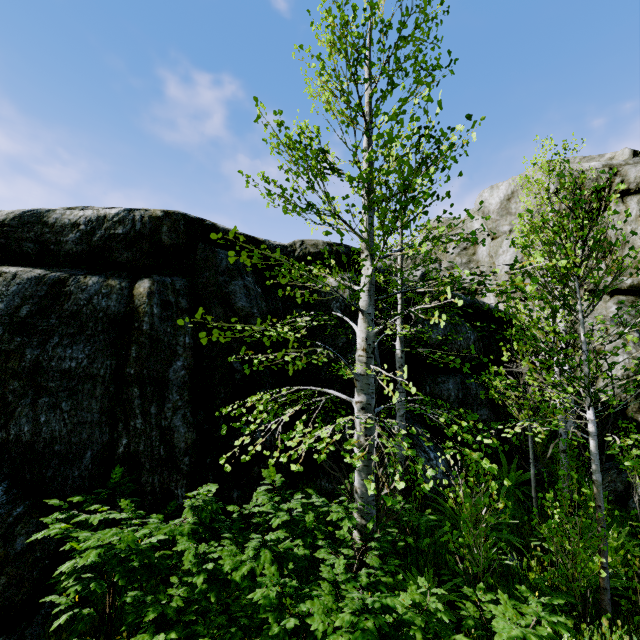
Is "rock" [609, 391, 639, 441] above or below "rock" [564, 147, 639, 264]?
below

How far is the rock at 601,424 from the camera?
9.5m

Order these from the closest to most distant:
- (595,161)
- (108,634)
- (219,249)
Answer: (108,634), (219,249), (595,161)

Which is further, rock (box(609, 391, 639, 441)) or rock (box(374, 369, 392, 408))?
rock (box(609, 391, 639, 441))

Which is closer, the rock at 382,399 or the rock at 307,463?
the rock at 307,463
